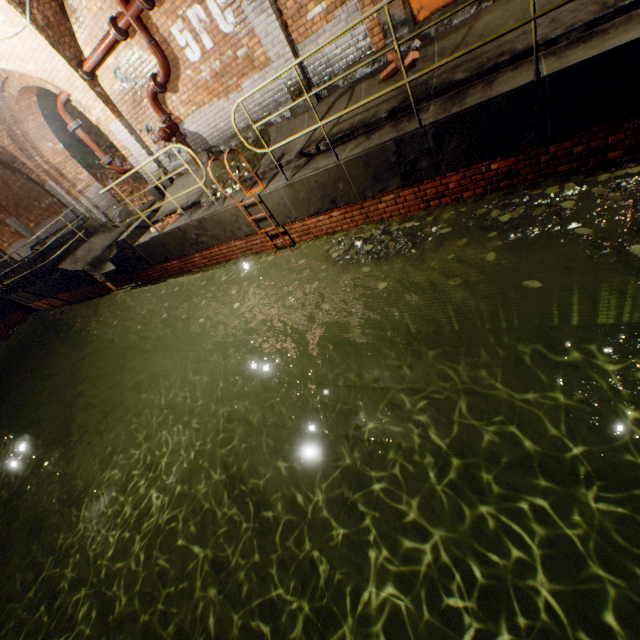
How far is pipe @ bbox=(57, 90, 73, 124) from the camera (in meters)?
7.94

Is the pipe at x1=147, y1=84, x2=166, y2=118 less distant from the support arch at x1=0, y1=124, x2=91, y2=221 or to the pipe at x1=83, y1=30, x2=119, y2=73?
the pipe at x1=83, y1=30, x2=119, y2=73

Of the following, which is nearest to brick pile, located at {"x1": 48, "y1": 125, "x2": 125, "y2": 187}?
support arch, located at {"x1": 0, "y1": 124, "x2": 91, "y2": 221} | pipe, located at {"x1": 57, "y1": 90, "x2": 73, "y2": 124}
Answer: support arch, located at {"x1": 0, "y1": 124, "x2": 91, "y2": 221}

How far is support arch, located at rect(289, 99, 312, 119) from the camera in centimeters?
620cm

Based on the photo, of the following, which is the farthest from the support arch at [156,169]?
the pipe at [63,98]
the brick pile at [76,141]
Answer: the brick pile at [76,141]

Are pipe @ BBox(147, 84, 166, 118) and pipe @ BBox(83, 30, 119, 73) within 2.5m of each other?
yes

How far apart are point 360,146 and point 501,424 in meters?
5.5 m

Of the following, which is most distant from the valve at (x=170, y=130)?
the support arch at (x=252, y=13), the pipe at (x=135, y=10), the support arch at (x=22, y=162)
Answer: the support arch at (x=22, y=162)
